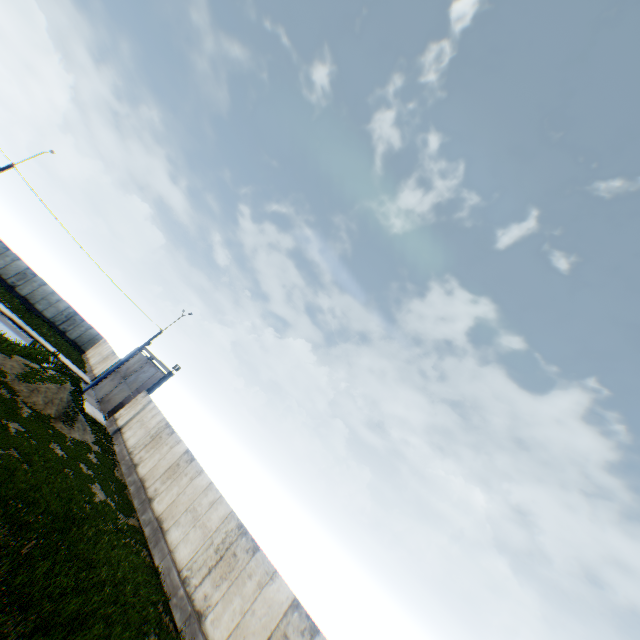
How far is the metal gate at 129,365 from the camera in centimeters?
2772cm

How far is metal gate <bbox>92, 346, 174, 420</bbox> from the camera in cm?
2772

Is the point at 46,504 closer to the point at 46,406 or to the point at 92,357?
the point at 46,406
